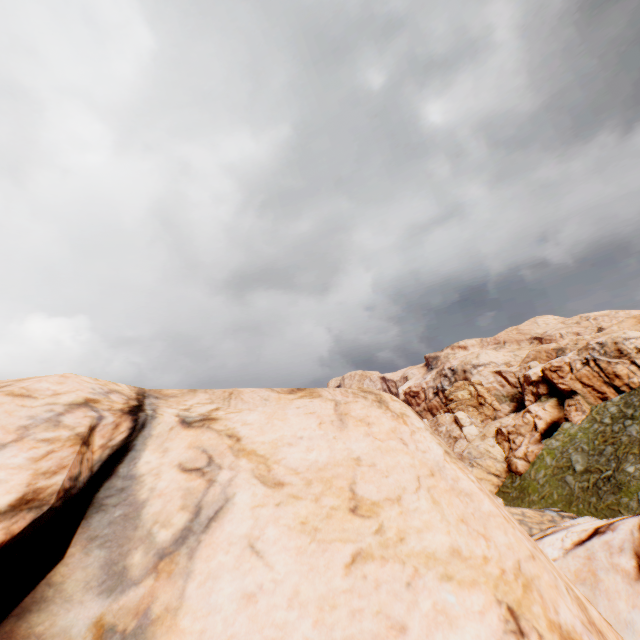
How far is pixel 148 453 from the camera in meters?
5.3
